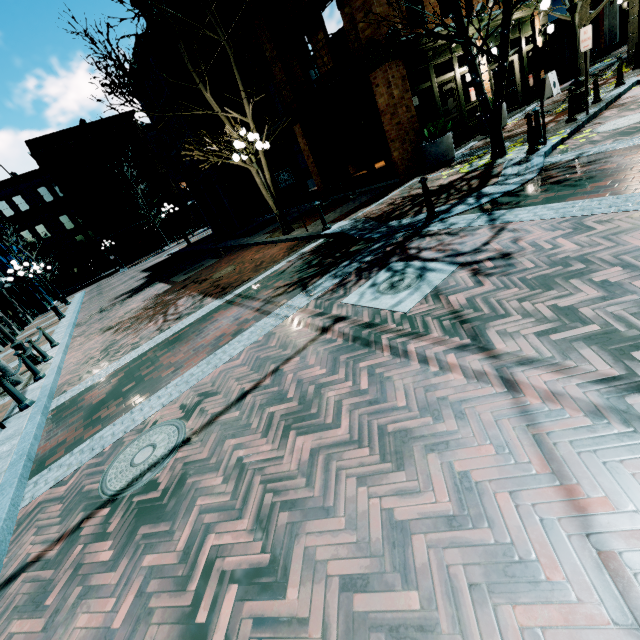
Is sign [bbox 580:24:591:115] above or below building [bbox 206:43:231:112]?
below

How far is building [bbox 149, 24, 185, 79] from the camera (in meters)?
18.58

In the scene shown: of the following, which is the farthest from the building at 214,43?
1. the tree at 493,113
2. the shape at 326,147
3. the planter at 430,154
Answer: the shape at 326,147

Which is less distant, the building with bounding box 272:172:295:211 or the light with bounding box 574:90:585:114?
the light with bounding box 574:90:585:114

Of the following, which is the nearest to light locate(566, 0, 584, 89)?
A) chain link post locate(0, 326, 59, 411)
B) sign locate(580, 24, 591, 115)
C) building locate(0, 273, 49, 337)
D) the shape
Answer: sign locate(580, 24, 591, 115)

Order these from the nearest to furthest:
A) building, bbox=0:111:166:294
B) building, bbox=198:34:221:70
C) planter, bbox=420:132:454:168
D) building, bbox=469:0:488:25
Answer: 1. planter, bbox=420:132:454:168
2. building, bbox=469:0:488:25
3. building, bbox=198:34:221:70
4. building, bbox=0:111:166:294

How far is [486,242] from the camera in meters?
4.9

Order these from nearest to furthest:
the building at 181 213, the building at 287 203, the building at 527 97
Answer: the building at 527 97 < the building at 287 203 < the building at 181 213
